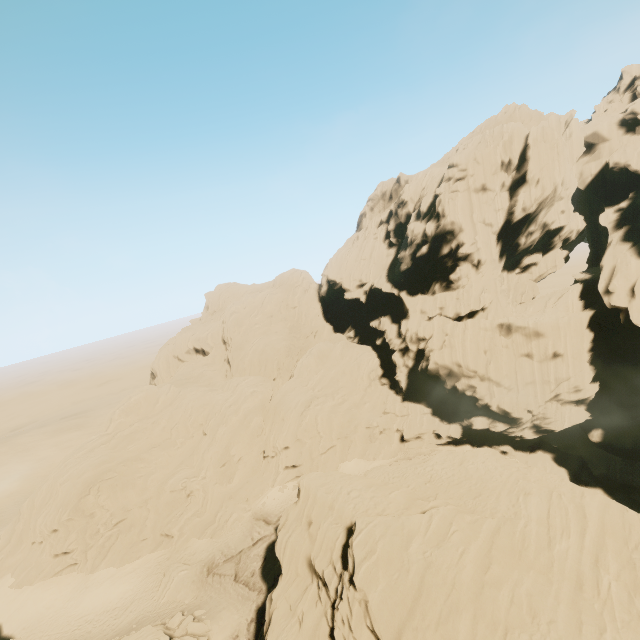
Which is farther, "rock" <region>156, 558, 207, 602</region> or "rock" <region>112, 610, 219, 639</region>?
"rock" <region>156, 558, 207, 602</region>

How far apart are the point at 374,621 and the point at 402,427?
30.5 meters

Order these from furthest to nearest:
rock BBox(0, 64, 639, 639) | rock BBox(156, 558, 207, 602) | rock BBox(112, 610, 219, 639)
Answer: rock BBox(156, 558, 207, 602), rock BBox(112, 610, 219, 639), rock BBox(0, 64, 639, 639)

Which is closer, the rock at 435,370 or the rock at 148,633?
the rock at 435,370

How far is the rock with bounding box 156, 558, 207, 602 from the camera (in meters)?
30.77
